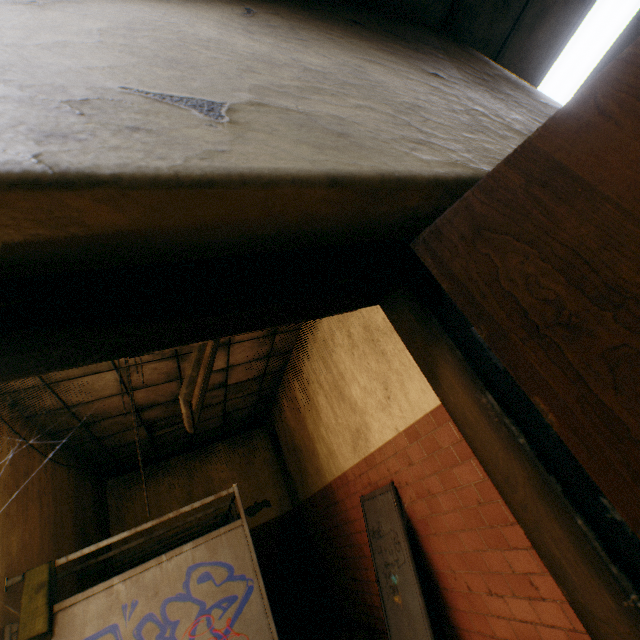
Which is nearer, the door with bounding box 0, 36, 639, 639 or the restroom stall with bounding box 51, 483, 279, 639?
the door with bounding box 0, 36, 639, 639

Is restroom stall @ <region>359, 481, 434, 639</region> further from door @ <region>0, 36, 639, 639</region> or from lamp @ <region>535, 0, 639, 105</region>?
lamp @ <region>535, 0, 639, 105</region>

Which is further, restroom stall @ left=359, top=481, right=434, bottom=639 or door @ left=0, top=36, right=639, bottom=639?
restroom stall @ left=359, top=481, right=434, bottom=639

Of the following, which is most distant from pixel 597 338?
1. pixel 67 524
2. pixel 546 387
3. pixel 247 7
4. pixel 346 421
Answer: pixel 67 524

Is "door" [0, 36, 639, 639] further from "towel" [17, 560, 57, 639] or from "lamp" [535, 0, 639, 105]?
"towel" [17, 560, 57, 639]

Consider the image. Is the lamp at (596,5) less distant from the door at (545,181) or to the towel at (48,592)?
the door at (545,181)

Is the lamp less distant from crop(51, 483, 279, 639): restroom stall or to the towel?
crop(51, 483, 279, 639): restroom stall

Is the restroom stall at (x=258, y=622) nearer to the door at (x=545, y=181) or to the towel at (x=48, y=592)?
the towel at (x=48, y=592)
